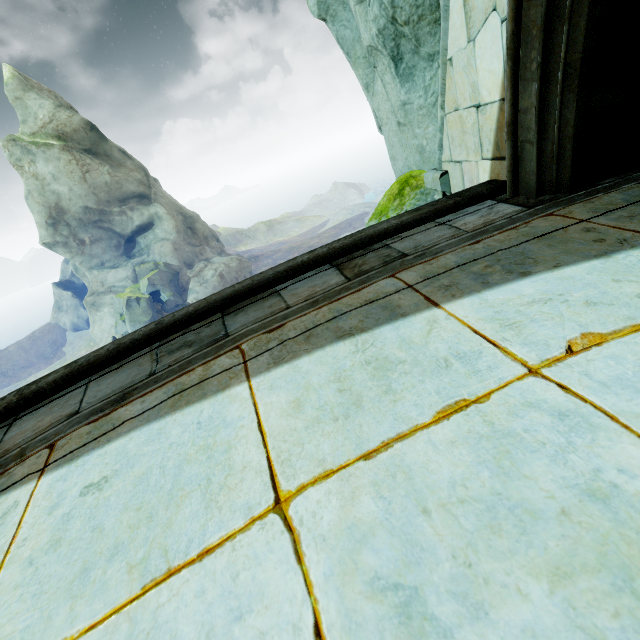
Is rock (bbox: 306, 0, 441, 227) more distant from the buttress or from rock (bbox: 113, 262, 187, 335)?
rock (bbox: 113, 262, 187, 335)

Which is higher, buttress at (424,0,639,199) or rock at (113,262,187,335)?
buttress at (424,0,639,199)

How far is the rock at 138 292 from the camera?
29.2 meters

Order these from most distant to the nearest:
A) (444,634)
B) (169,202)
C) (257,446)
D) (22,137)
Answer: (169,202) < (22,137) < (257,446) < (444,634)

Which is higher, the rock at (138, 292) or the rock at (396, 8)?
the rock at (396, 8)

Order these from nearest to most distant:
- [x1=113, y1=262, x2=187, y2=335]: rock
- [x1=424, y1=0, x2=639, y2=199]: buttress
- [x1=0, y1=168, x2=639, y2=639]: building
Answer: [x1=0, y1=168, x2=639, y2=639]: building
[x1=424, y1=0, x2=639, y2=199]: buttress
[x1=113, y1=262, x2=187, y2=335]: rock

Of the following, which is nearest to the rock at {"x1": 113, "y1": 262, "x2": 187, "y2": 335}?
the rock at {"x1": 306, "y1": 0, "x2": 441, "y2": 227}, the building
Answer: the rock at {"x1": 306, "y1": 0, "x2": 441, "y2": 227}

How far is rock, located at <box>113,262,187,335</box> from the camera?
29.23m
